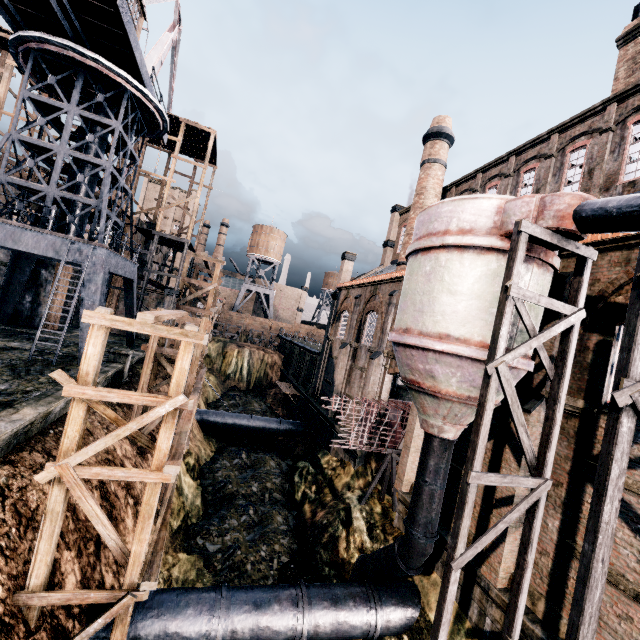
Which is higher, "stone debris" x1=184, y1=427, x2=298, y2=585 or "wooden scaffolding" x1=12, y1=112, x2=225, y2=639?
"wooden scaffolding" x1=12, y1=112, x2=225, y2=639

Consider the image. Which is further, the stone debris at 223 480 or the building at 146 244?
the building at 146 244

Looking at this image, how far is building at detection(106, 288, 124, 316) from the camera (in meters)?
31.38

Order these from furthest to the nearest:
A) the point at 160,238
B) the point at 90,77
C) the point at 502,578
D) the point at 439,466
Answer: the point at 160,238 < the point at 90,77 < the point at 439,466 < the point at 502,578

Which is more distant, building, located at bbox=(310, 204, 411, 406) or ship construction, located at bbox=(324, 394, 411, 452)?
building, located at bbox=(310, 204, 411, 406)

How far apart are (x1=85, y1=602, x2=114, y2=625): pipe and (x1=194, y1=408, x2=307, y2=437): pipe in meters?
18.4

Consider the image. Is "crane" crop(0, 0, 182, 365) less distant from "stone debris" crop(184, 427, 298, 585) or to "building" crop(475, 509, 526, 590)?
"building" crop(475, 509, 526, 590)

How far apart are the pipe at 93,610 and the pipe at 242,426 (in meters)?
18.44
